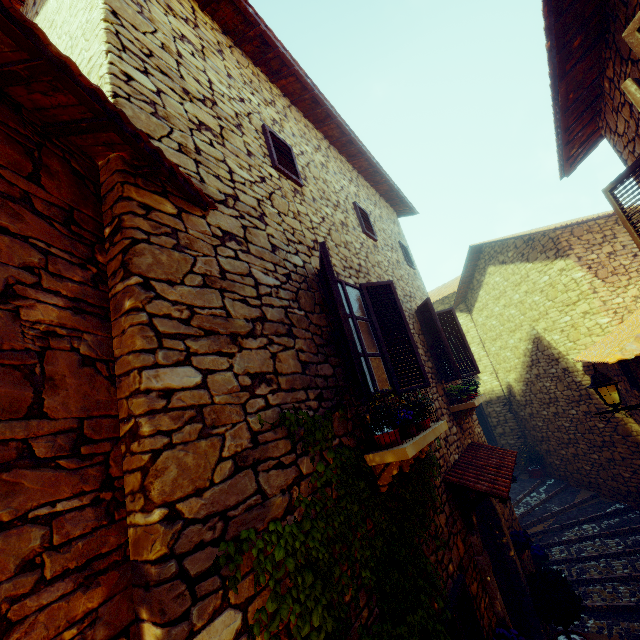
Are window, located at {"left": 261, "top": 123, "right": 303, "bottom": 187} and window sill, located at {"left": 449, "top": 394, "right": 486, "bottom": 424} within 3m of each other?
no

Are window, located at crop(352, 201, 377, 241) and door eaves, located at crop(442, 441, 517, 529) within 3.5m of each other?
no

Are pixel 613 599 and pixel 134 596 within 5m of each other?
no

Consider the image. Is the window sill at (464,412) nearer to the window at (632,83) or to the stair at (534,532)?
the window at (632,83)

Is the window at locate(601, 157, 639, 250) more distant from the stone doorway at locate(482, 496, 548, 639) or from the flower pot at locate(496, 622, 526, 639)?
the flower pot at locate(496, 622, 526, 639)

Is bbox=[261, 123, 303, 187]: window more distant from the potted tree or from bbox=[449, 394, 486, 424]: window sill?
the potted tree

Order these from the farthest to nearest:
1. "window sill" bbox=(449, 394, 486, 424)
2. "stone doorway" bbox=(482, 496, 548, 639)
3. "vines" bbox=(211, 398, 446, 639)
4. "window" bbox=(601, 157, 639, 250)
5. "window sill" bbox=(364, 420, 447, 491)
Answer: "window sill" bbox=(449, 394, 486, 424), "stone doorway" bbox=(482, 496, 548, 639), "window" bbox=(601, 157, 639, 250), "window sill" bbox=(364, 420, 447, 491), "vines" bbox=(211, 398, 446, 639)

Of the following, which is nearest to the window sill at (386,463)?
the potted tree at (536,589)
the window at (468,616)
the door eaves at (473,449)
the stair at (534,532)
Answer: the door eaves at (473,449)
